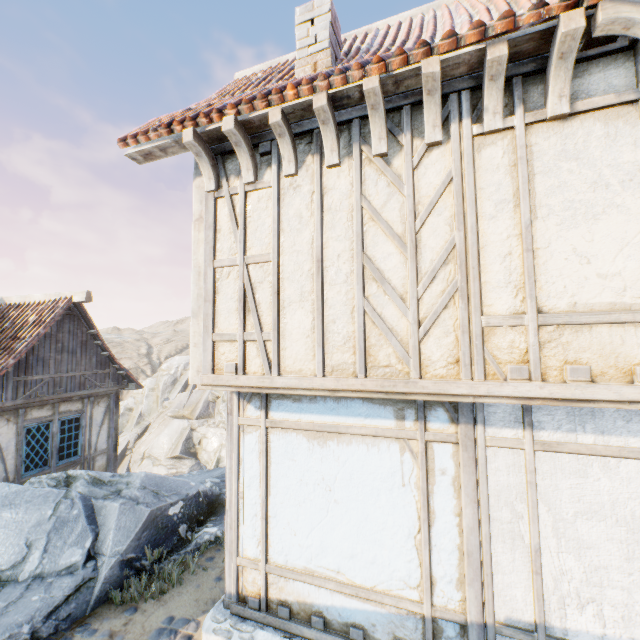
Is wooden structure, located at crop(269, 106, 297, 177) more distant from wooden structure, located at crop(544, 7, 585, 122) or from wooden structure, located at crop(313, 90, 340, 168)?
wooden structure, located at crop(544, 7, 585, 122)

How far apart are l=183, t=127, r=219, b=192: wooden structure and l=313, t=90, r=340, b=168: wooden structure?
1.4m

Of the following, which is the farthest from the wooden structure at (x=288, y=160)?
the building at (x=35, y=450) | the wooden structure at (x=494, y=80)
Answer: the building at (x=35, y=450)

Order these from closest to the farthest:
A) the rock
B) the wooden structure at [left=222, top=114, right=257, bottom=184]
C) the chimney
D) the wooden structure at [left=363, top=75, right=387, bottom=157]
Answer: the wooden structure at [left=363, top=75, right=387, bottom=157]
the wooden structure at [left=222, top=114, right=257, bottom=184]
the chimney
the rock

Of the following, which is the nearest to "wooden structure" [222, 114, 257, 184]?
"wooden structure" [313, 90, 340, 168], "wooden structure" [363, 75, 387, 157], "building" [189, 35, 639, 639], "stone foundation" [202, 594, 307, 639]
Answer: "building" [189, 35, 639, 639]

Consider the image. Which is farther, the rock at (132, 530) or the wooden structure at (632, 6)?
the rock at (132, 530)

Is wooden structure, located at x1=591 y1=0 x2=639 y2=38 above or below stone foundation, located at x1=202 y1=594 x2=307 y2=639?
above

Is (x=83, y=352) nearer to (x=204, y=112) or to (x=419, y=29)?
(x=204, y=112)
